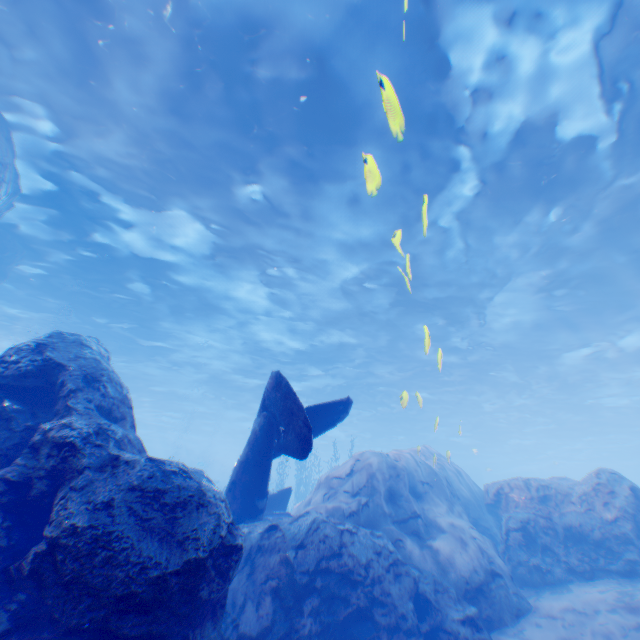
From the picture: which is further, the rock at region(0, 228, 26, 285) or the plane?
the rock at region(0, 228, 26, 285)

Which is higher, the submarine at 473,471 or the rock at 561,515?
the submarine at 473,471

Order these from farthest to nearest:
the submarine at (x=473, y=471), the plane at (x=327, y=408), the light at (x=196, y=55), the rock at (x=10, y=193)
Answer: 1. the submarine at (x=473, y=471)
2. the rock at (x=10, y=193)
3. the light at (x=196, y=55)
4. the plane at (x=327, y=408)

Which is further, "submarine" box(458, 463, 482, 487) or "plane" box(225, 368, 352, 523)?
"submarine" box(458, 463, 482, 487)

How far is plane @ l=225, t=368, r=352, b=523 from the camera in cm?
650

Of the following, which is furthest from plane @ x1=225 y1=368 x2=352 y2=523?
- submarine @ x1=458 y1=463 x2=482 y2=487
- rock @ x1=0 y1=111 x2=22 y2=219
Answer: submarine @ x1=458 y1=463 x2=482 y2=487

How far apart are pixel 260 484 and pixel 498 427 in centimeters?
4040cm
